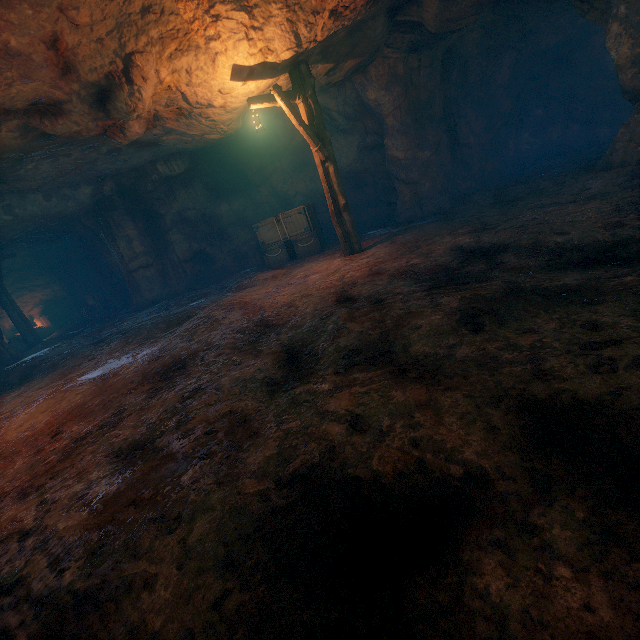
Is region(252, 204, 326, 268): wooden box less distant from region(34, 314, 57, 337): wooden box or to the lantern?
the lantern

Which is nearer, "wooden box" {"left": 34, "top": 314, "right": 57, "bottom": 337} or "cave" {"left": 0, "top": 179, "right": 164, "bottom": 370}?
"cave" {"left": 0, "top": 179, "right": 164, "bottom": 370}

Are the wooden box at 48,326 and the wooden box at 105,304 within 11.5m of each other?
yes

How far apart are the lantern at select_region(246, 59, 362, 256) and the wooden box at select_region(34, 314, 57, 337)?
18.2m

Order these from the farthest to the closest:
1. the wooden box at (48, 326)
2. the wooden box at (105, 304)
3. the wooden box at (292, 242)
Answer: the wooden box at (105, 304) < the wooden box at (48, 326) < the wooden box at (292, 242)

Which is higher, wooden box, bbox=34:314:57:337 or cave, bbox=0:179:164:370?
cave, bbox=0:179:164:370

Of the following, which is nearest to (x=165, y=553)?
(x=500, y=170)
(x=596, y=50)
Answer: (x=500, y=170)

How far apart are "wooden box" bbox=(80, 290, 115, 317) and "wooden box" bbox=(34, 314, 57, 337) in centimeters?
157cm
